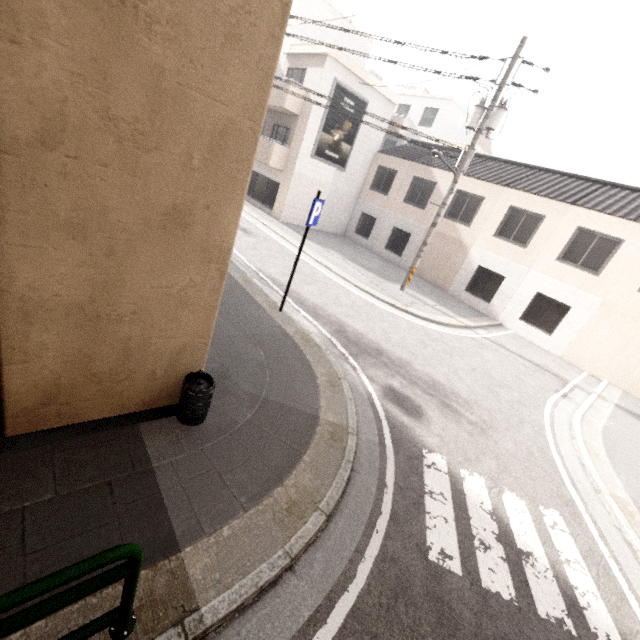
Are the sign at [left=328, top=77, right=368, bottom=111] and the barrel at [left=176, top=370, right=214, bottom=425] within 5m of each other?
no

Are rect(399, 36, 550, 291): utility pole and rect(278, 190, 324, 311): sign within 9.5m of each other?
yes

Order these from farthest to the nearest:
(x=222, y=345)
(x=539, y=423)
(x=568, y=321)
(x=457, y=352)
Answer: (x=568, y=321) < (x=457, y=352) < (x=539, y=423) < (x=222, y=345)

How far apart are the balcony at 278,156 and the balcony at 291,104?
1.6 meters

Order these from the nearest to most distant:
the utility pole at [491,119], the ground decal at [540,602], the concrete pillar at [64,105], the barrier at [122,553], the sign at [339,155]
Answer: the barrier at [122,553] → the concrete pillar at [64,105] → the ground decal at [540,602] → the utility pole at [491,119] → the sign at [339,155]

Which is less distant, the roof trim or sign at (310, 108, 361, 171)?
the roof trim

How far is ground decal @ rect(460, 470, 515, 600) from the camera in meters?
3.8 m

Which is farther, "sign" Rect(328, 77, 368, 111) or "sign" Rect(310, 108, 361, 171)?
"sign" Rect(310, 108, 361, 171)
